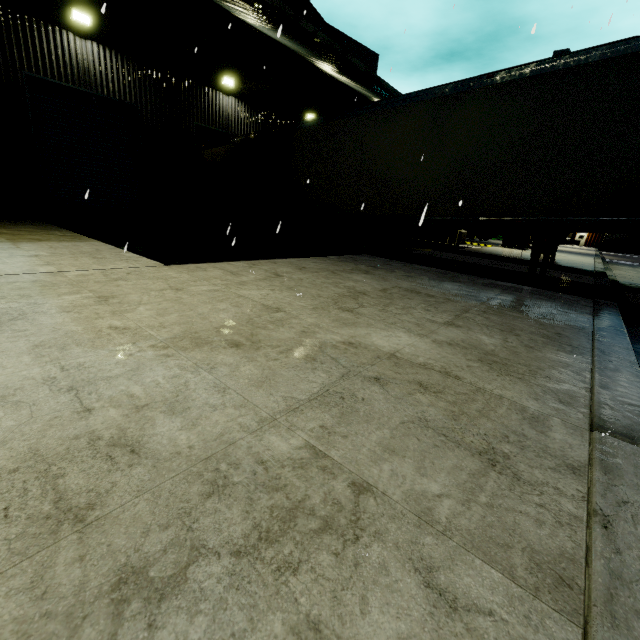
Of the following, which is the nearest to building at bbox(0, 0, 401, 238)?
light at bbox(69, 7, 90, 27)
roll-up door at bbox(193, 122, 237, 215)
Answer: roll-up door at bbox(193, 122, 237, 215)

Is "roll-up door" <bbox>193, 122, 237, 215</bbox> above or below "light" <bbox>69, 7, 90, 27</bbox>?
below

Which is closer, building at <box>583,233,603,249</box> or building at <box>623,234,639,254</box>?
building at <box>623,234,639,254</box>

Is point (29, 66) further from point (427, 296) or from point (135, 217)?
point (427, 296)

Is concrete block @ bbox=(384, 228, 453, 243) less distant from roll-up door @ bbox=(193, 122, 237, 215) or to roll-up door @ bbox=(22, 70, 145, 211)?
roll-up door @ bbox=(193, 122, 237, 215)

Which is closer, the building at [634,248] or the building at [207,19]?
the building at [207,19]

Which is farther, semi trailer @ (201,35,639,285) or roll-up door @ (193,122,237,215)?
roll-up door @ (193,122,237,215)

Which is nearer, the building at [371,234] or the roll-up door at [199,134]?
the roll-up door at [199,134]
